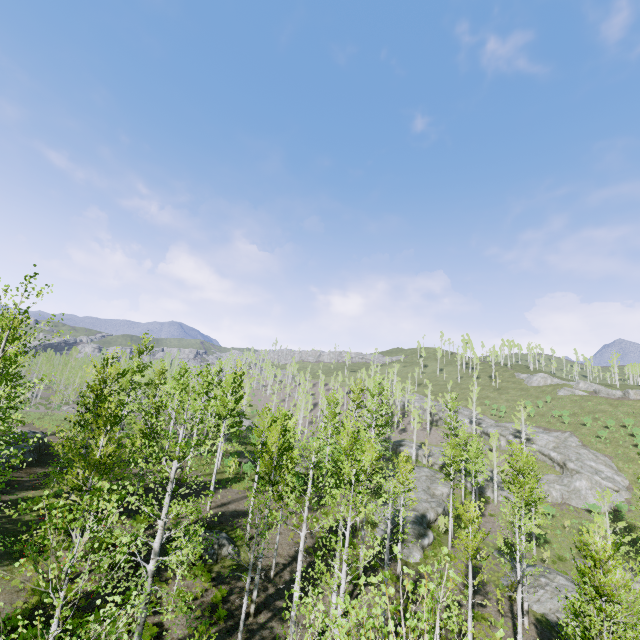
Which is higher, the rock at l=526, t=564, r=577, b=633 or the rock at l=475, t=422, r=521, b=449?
the rock at l=475, t=422, r=521, b=449

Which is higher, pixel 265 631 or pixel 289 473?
pixel 289 473

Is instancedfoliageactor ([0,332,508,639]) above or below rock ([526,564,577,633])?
above

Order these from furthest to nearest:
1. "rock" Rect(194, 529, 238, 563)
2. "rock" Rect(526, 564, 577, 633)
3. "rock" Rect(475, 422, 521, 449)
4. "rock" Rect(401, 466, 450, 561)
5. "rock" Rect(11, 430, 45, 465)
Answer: "rock" Rect(475, 422, 521, 449)
"rock" Rect(401, 466, 450, 561)
"rock" Rect(11, 430, 45, 465)
"rock" Rect(526, 564, 577, 633)
"rock" Rect(194, 529, 238, 563)

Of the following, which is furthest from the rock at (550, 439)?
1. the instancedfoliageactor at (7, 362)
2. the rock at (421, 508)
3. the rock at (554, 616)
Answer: the rock at (554, 616)

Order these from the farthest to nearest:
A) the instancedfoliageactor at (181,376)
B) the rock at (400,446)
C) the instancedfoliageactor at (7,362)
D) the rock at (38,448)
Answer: the rock at (400,446)
the rock at (38,448)
the instancedfoliageactor at (7,362)
the instancedfoliageactor at (181,376)

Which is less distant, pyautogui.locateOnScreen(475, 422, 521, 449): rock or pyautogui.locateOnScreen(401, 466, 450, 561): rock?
pyautogui.locateOnScreen(401, 466, 450, 561): rock

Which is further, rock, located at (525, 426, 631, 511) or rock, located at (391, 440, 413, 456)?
rock, located at (391, 440, 413, 456)
